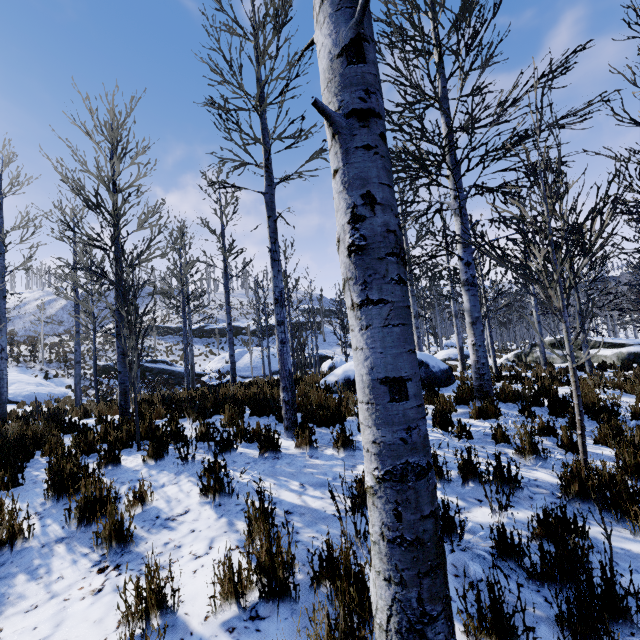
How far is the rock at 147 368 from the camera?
25.4 meters

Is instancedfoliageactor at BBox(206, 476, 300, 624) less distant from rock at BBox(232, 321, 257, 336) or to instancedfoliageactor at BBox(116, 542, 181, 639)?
instancedfoliageactor at BBox(116, 542, 181, 639)

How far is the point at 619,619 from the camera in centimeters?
185cm

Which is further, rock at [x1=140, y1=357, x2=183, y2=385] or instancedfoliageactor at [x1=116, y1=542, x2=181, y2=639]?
rock at [x1=140, y1=357, x2=183, y2=385]

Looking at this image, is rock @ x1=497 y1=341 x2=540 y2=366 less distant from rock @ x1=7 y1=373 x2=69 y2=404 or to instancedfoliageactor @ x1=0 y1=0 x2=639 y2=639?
instancedfoliageactor @ x1=0 y1=0 x2=639 y2=639

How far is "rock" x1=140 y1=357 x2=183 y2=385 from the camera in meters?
25.4 m

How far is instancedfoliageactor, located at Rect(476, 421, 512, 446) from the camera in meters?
4.5 m

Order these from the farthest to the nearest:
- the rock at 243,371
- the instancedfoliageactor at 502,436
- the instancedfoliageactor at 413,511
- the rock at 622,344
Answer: the rock at 243,371 < the rock at 622,344 < the instancedfoliageactor at 502,436 < the instancedfoliageactor at 413,511
